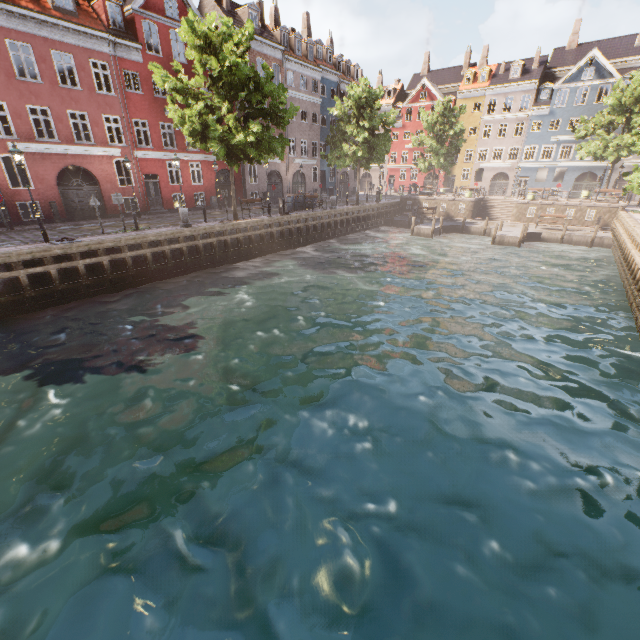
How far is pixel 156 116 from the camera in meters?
24.1 m

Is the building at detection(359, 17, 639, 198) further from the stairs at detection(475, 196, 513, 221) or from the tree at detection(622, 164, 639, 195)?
the stairs at detection(475, 196, 513, 221)

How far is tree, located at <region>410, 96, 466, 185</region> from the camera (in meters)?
37.88

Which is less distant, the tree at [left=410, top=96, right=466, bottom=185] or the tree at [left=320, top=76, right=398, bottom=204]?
the tree at [left=320, top=76, right=398, bottom=204]

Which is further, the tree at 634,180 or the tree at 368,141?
the tree at 368,141

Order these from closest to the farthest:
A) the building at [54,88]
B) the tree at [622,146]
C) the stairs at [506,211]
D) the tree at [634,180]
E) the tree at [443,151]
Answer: the building at [54,88] → the tree at [634,180] → the tree at [622,146] → the stairs at [506,211] → the tree at [443,151]

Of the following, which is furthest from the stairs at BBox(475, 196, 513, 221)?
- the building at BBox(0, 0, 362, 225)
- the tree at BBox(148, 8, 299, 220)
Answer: the building at BBox(0, 0, 362, 225)

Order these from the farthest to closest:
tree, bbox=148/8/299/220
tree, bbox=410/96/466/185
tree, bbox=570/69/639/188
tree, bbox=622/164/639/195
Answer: tree, bbox=410/96/466/185 → tree, bbox=570/69/639/188 → tree, bbox=622/164/639/195 → tree, bbox=148/8/299/220
